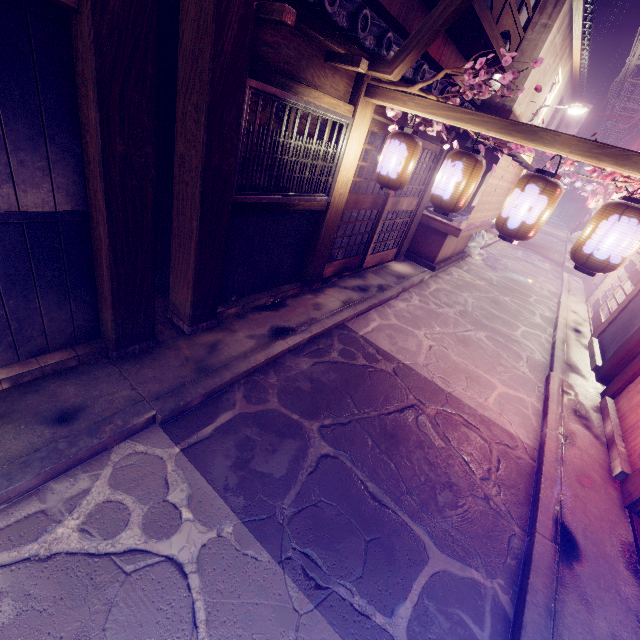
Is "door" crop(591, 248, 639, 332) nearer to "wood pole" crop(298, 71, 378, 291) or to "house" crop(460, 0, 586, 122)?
"house" crop(460, 0, 586, 122)

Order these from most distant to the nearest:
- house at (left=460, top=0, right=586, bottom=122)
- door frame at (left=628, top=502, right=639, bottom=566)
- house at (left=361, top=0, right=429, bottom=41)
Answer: house at (left=460, top=0, right=586, bottom=122)
house at (left=361, top=0, right=429, bottom=41)
door frame at (left=628, top=502, right=639, bottom=566)

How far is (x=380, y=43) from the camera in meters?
6.5

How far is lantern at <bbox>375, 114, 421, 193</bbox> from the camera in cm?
728

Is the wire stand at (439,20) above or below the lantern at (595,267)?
above

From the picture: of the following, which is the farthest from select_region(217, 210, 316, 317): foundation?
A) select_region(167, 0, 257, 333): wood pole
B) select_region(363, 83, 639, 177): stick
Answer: select_region(363, 83, 639, 177): stick

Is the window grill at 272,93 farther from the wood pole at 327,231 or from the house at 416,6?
the house at 416,6

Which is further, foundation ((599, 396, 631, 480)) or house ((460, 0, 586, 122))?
house ((460, 0, 586, 122))
